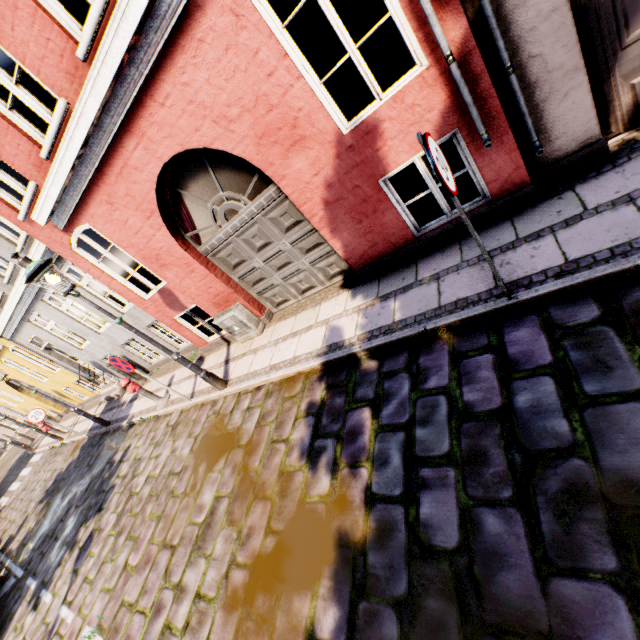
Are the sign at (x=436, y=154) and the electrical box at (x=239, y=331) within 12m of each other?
yes

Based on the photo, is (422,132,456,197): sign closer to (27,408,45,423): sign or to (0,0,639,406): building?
(0,0,639,406): building

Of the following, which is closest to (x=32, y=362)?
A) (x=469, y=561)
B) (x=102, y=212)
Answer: (x=102, y=212)

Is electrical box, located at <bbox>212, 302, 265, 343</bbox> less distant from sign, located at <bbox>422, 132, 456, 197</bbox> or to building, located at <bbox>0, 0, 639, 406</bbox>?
building, located at <bbox>0, 0, 639, 406</bbox>

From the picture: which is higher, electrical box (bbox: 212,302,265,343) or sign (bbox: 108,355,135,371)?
sign (bbox: 108,355,135,371)

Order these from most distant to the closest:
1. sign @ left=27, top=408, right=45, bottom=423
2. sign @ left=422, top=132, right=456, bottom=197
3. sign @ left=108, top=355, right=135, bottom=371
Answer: sign @ left=27, top=408, right=45, bottom=423
sign @ left=108, top=355, right=135, bottom=371
sign @ left=422, top=132, right=456, bottom=197

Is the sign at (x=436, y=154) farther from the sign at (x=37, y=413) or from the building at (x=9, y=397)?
the sign at (x=37, y=413)

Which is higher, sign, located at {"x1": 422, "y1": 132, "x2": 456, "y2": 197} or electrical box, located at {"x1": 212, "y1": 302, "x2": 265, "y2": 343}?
sign, located at {"x1": 422, "y1": 132, "x2": 456, "y2": 197}
